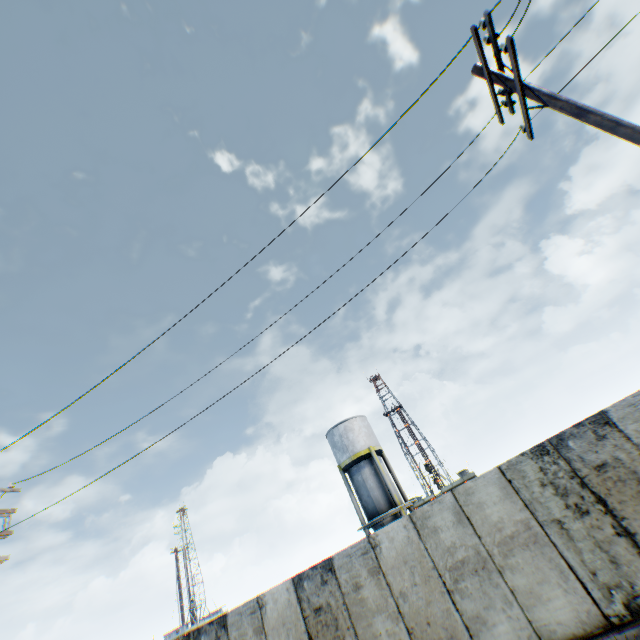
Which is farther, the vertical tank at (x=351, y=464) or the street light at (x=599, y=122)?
the vertical tank at (x=351, y=464)

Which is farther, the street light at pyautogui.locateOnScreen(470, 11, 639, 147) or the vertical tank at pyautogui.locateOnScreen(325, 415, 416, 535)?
the vertical tank at pyautogui.locateOnScreen(325, 415, 416, 535)

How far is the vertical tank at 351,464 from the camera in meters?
24.2 m

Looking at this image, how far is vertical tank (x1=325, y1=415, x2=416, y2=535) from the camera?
24.19m

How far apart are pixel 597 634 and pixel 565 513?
1.9 meters
